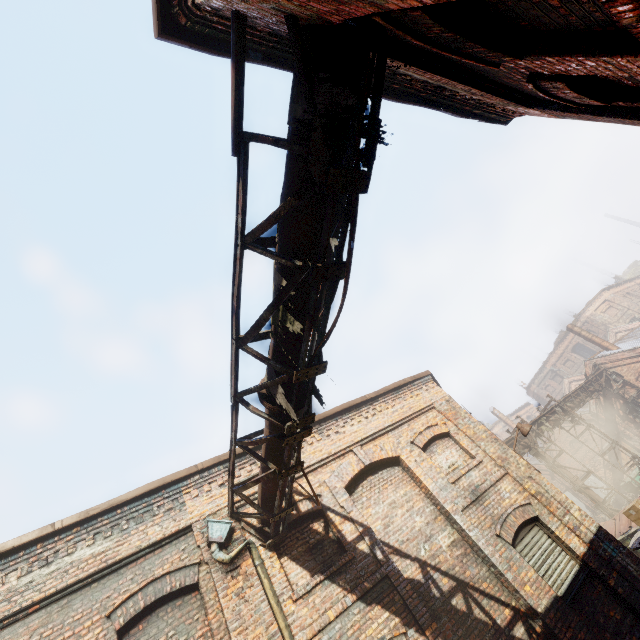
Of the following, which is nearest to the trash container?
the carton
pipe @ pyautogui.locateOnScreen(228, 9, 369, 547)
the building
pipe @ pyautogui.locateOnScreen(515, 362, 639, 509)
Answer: pipe @ pyautogui.locateOnScreen(515, 362, 639, 509)

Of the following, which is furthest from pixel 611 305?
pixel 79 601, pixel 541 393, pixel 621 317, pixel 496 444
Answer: pixel 79 601

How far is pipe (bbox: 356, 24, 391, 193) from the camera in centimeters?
278cm

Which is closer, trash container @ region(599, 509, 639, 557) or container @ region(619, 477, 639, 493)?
trash container @ region(599, 509, 639, 557)

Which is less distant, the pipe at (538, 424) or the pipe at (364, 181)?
the pipe at (364, 181)

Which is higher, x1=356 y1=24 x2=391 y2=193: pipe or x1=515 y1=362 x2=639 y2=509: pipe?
x1=356 y1=24 x2=391 y2=193: pipe

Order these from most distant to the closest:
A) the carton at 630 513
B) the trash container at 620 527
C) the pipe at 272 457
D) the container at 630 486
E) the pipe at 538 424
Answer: the container at 630 486 < the pipe at 538 424 < the trash container at 620 527 < the carton at 630 513 < the pipe at 272 457

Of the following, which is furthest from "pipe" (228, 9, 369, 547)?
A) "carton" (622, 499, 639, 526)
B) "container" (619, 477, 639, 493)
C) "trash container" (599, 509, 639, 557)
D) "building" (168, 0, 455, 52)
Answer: "container" (619, 477, 639, 493)
